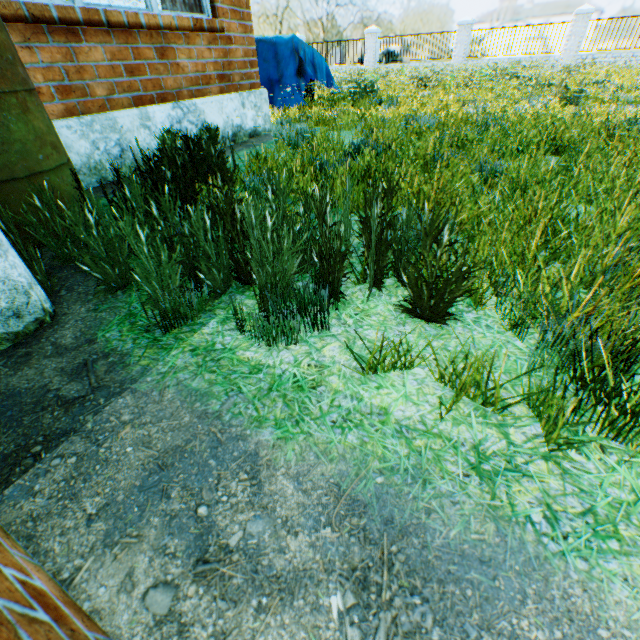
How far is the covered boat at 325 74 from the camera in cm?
674

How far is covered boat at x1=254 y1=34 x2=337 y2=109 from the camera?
6.7 meters

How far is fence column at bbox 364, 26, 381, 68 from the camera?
20.31m

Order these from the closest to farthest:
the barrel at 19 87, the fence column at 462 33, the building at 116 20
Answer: the barrel at 19 87 < the building at 116 20 < the fence column at 462 33

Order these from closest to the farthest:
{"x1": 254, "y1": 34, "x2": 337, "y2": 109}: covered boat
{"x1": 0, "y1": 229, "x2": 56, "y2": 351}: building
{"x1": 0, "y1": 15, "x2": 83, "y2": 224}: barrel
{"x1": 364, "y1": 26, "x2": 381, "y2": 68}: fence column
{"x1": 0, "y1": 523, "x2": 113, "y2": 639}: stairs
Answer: {"x1": 0, "y1": 523, "x2": 113, "y2": 639}: stairs → {"x1": 0, "y1": 229, "x2": 56, "y2": 351}: building → {"x1": 0, "y1": 15, "x2": 83, "y2": 224}: barrel → {"x1": 254, "y1": 34, "x2": 337, "y2": 109}: covered boat → {"x1": 364, "y1": 26, "x2": 381, "y2": 68}: fence column

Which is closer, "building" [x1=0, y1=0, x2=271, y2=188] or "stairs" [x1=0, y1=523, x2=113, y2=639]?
"stairs" [x1=0, y1=523, x2=113, y2=639]

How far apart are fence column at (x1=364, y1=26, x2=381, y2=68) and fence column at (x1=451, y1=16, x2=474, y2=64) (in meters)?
4.74

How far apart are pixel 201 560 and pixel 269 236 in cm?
111
